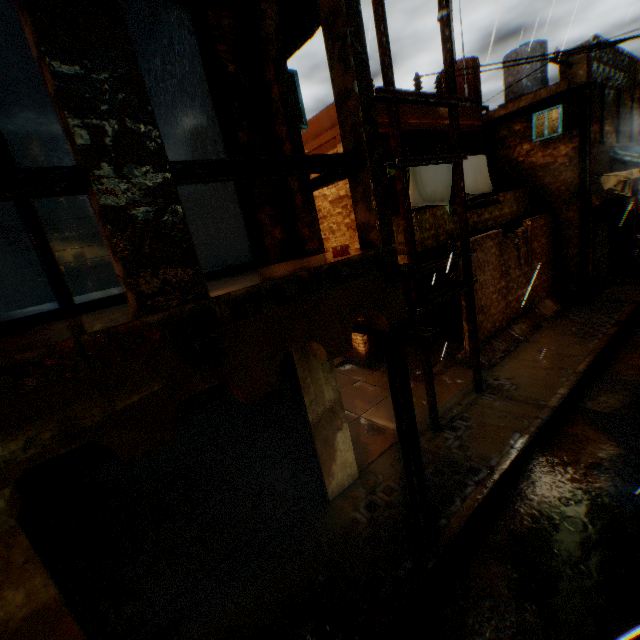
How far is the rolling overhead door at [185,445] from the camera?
4.2m

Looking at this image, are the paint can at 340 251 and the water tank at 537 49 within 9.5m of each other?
no

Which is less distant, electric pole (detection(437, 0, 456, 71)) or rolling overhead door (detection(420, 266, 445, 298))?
electric pole (detection(437, 0, 456, 71))

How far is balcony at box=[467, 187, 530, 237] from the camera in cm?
926

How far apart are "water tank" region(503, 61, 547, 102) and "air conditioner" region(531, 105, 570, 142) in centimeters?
484cm

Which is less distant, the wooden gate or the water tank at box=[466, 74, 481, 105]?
the wooden gate

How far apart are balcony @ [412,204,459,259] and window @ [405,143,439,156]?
1.15m

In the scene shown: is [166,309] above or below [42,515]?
above
